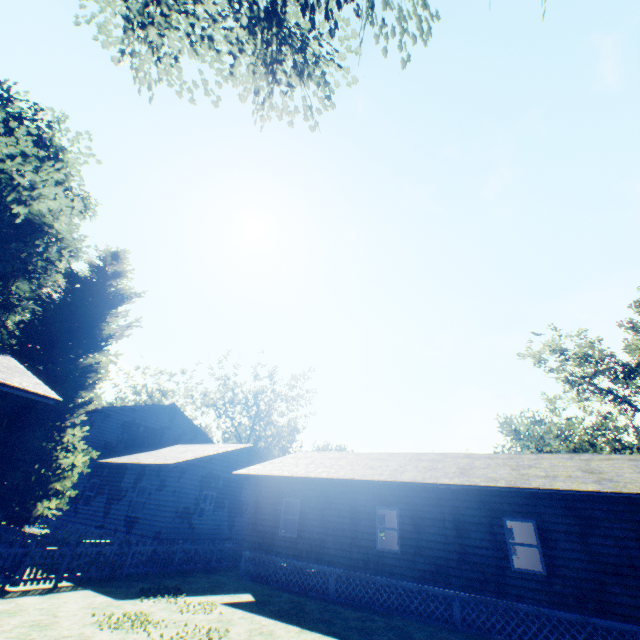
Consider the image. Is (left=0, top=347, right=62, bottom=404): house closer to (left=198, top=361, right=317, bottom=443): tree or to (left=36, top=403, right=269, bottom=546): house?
(left=36, top=403, right=269, bottom=546): house

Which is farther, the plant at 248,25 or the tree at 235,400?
the tree at 235,400

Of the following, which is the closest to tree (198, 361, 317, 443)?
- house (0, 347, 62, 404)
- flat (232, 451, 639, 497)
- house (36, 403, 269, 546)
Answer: house (36, 403, 269, 546)

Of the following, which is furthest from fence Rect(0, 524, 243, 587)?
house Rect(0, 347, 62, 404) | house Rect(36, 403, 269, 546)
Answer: house Rect(36, 403, 269, 546)

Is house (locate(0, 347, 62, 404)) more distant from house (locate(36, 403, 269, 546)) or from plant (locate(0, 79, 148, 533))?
house (locate(36, 403, 269, 546))

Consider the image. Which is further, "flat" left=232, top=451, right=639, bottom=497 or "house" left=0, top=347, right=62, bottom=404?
"flat" left=232, top=451, right=639, bottom=497

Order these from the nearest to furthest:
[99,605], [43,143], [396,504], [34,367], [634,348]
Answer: [99,605]
[396,504]
[34,367]
[634,348]
[43,143]

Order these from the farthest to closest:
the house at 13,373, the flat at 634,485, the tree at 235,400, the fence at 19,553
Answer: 1. the tree at 235,400
2. the flat at 634,485
3. the fence at 19,553
4. the house at 13,373
